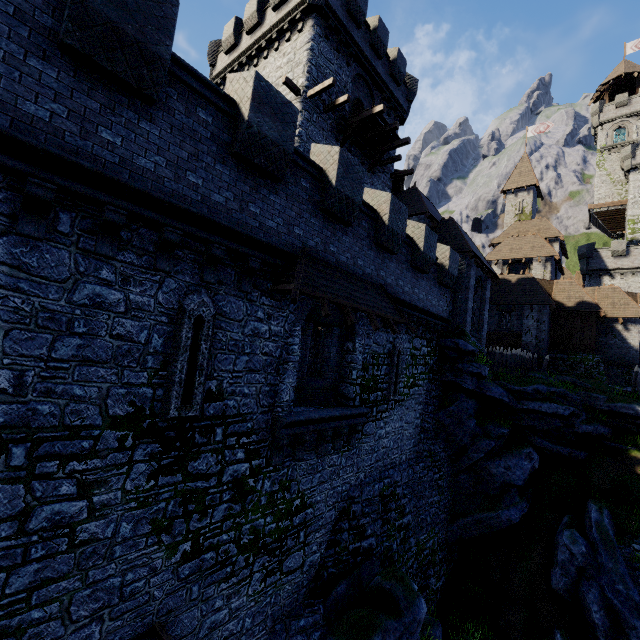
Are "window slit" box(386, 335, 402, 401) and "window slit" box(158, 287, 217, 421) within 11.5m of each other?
yes

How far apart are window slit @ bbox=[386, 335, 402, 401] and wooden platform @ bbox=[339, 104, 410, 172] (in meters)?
12.30

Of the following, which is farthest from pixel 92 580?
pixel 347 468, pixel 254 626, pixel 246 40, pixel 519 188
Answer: pixel 519 188

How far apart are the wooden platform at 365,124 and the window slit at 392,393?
12.30m

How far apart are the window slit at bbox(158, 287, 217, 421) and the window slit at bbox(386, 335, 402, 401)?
8.2 meters

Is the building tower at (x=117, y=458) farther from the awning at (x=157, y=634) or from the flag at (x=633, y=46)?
the flag at (x=633, y=46)

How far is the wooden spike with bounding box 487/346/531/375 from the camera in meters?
23.7 m

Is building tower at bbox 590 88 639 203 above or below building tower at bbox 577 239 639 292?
above
